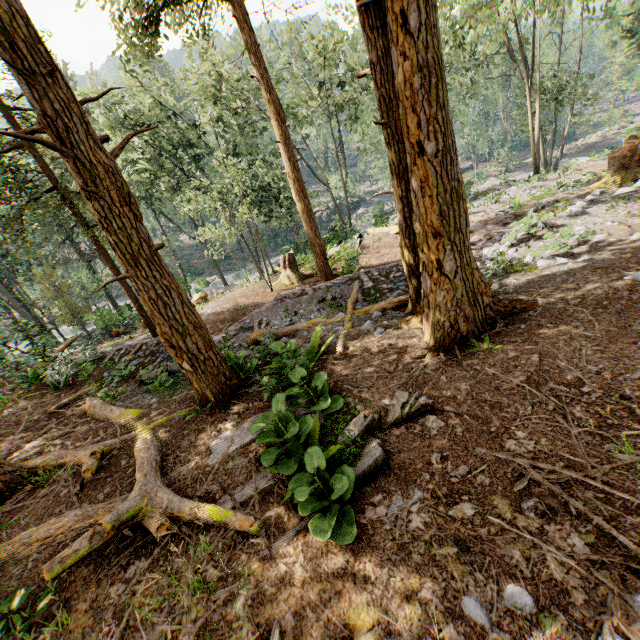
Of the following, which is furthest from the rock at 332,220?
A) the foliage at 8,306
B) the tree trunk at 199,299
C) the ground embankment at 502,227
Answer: the ground embankment at 502,227

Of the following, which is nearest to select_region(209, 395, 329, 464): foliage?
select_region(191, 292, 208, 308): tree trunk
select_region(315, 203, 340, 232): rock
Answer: select_region(315, 203, 340, 232): rock

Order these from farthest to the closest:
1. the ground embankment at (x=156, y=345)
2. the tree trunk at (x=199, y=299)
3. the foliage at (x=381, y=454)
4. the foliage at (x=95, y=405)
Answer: the tree trunk at (x=199, y=299) → the ground embankment at (x=156, y=345) → the foliage at (x=95, y=405) → the foliage at (x=381, y=454)

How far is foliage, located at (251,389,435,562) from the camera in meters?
3.8

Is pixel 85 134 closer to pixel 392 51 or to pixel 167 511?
pixel 392 51

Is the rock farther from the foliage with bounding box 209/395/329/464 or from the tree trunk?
the tree trunk

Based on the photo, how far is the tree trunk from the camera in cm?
2158
